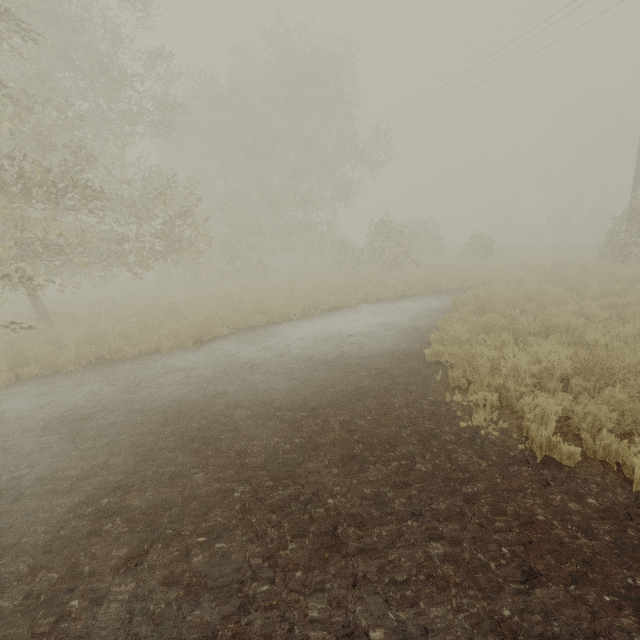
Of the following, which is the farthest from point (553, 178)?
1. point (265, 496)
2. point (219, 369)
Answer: point (265, 496)
